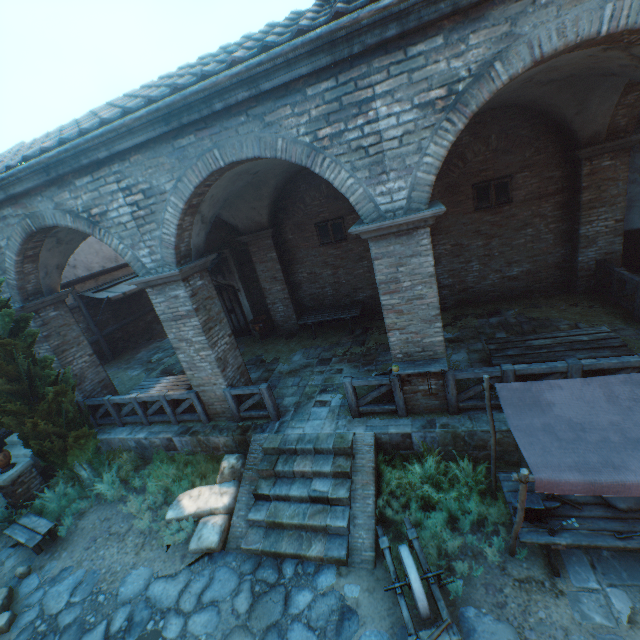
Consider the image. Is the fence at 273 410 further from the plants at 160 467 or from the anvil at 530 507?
the anvil at 530 507

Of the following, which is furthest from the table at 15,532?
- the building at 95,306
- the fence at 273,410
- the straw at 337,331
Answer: the building at 95,306

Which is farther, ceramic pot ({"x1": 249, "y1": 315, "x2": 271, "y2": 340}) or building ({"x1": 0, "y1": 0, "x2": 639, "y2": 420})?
ceramic pot ({"x1": 249, "y1": 315, "x2": 271, "y2": 340})

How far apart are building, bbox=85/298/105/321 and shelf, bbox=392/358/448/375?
14.3m

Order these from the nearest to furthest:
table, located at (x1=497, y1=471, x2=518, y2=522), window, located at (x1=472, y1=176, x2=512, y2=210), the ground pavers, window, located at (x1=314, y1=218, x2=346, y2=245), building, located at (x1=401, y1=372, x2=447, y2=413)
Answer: the ground pavers
table, located at (x1=497, y1=471, x2=518, y2=522)
building, located at (x1=401, y1=372, x2=447, y2=413)
window, located at (x1=472, y1=176, x2=512, y2=210)
window, located at (x1=314, y1=218, x2=346, y2=245)

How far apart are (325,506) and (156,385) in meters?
6.3

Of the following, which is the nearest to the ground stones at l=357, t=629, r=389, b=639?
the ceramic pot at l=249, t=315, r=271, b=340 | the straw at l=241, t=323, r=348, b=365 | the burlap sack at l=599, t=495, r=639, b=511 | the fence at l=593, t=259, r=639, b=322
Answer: the burlap sack at l=599, t=495, r=639, b=511

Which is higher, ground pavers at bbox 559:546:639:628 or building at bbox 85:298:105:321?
building at bbox 85:298:105:321
